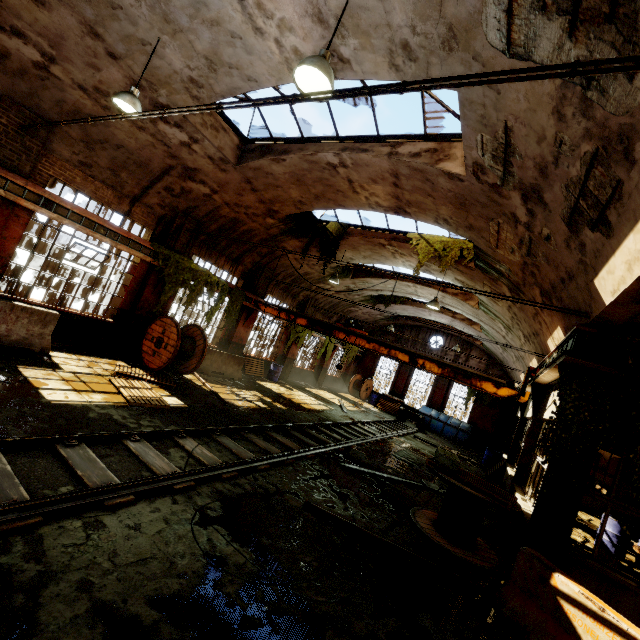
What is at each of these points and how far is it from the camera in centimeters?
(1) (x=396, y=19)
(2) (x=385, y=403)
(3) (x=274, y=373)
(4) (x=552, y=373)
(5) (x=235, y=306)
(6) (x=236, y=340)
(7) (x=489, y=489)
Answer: (1) building, 448cm
(2) wooden pallet, 2530cm
(3) barrel, 1836cm
(4) crane rail, 780cm
(5) vine, 1466cm
(6) building, 1594cm
(7) wooden pallet, 637cm

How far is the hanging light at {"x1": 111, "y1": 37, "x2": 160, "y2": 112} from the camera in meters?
6.3

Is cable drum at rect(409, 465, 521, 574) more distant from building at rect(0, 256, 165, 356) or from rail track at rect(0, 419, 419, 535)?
building at rect(0, 256, 165, 356)

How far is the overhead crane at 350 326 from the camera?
10.30m

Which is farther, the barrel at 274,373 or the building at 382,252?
the barrel at 274,373

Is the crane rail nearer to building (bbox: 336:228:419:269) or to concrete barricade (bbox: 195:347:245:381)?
building (bbox: 336:228:419:269)

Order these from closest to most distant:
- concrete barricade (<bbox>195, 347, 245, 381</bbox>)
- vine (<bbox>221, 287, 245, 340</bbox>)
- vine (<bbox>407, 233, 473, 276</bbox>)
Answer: vine (<bbox>407, 233, 473, 276</bbox>) → concrete barricade (<bbox>195, 347, 245, 381</bbox>) → vine (<bbox>221, 287, 245, 340</bbox>)

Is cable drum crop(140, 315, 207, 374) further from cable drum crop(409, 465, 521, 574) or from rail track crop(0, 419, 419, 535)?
cable drum crop(409, 465, 521, 574)
